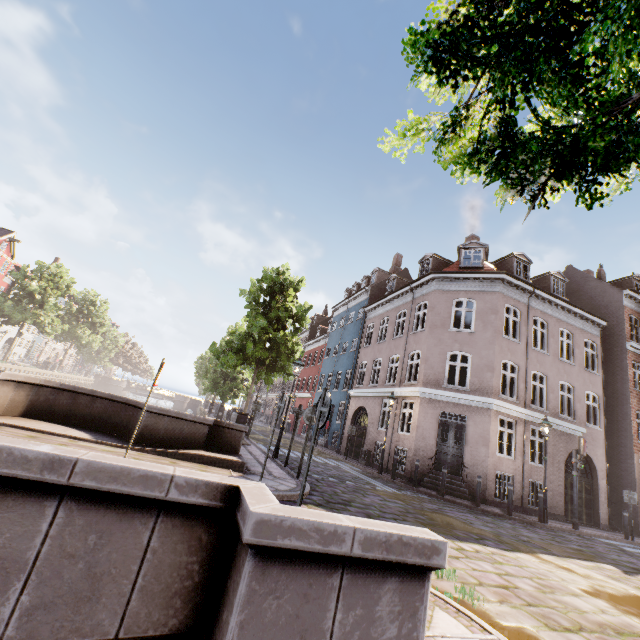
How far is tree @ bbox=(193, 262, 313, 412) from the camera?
14.4 meters

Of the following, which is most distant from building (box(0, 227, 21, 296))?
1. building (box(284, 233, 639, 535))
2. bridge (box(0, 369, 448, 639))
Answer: building (box(284, 233, 639, 535))

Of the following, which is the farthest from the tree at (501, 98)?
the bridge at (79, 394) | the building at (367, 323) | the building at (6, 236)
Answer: the building at (6, 236)

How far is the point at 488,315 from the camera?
16.34m

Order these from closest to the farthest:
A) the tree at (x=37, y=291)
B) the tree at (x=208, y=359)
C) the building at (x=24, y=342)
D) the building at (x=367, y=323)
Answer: the tree at (x=208, y=359)
the building at (x=367, y=323)
the tree at (x=37, y=291)
the building at (x=24, y=342)

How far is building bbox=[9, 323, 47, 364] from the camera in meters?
51.3

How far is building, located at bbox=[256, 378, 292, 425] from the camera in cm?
4363

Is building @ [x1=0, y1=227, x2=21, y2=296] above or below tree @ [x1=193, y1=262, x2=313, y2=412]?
above
